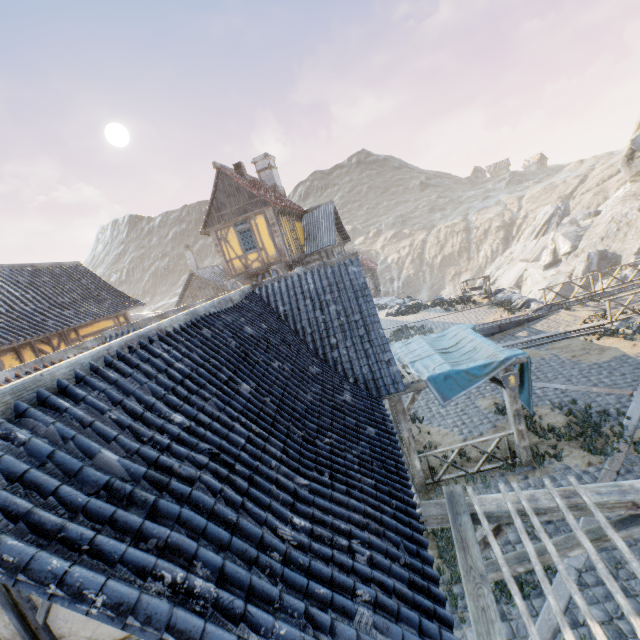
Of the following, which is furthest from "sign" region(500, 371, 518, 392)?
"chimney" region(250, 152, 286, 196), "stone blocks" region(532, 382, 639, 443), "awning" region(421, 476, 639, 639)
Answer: "chimney" region(250, 152, 286, 196)

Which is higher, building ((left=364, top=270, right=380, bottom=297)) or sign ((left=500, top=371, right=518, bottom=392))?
sign ((left=500, top=371, right=518, bottom=392))

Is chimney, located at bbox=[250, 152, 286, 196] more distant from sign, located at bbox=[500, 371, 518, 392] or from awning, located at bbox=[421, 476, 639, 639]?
awning, located at bbox=[421, 476, 639, 639]

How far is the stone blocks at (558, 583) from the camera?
5.3m

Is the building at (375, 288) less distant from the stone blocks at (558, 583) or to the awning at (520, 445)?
the stone blocks at (558, 583)

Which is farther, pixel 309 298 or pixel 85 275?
pixel 85 275

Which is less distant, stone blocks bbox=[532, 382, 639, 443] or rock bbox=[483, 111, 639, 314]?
stone blocks bbox=[532, 382, 639, 443]

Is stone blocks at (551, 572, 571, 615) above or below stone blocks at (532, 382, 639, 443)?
below
